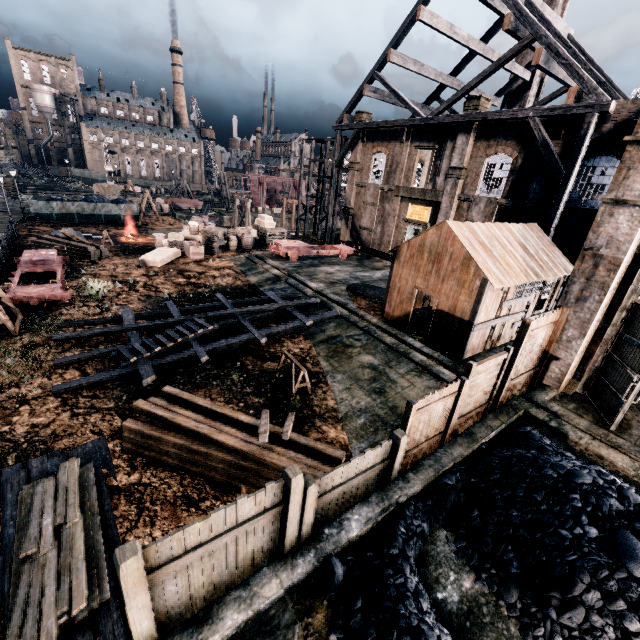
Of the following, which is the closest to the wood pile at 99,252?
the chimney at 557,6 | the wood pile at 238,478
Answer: the wood pile at 238,478

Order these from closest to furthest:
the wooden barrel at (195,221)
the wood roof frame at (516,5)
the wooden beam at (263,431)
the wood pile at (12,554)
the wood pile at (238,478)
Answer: the wood pile at (12,554), the wooden beam at (263,431), the wood pile at (238,478), the wood roof frame at (516,5), the wooden barrel at (195,221)

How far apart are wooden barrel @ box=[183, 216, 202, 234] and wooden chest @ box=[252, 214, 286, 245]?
5.2 meters

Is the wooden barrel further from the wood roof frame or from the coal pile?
the coal pile

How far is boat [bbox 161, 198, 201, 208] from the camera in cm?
5797

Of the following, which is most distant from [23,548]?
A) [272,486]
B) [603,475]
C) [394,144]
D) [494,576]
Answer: [394,144]

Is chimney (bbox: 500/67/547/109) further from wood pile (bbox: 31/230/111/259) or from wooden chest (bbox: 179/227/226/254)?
wood pile (bbox: 31/230/111/259)

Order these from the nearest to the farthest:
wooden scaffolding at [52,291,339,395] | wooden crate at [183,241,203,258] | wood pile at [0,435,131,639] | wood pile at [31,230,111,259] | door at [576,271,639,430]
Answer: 1. wood pile at [0,435,131,639]
2. door at [576,271,639,430]
3. wooden scaffolding at [52,291,339,395]
4. wood pile at [31,230,111,259]
5. wooden crate at [183,241,203,258]
